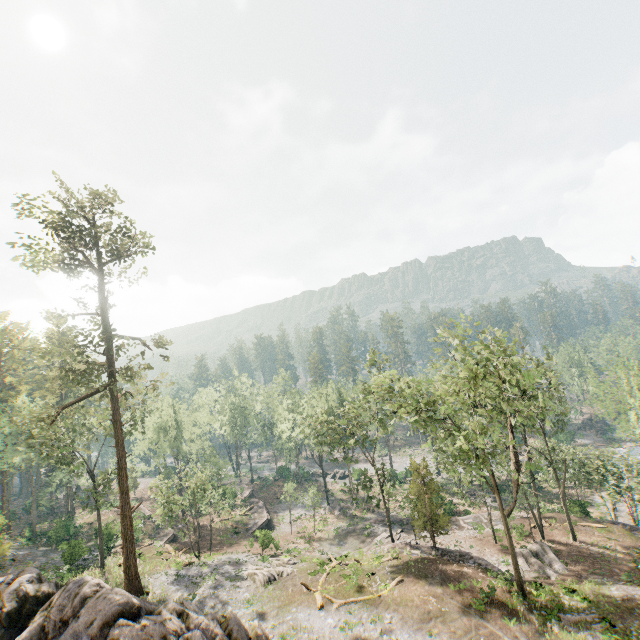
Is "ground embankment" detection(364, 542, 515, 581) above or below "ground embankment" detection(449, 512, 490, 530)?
above

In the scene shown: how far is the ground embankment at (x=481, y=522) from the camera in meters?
36.8

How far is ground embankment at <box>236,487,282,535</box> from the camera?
44.5m

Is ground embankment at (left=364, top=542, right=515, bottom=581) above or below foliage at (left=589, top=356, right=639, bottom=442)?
below

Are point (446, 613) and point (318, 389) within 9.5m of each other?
no

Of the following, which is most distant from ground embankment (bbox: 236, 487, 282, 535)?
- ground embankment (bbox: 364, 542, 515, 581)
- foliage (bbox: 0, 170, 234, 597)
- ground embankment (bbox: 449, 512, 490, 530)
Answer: ground embankment (bbox: 364, 542, 515, 581)

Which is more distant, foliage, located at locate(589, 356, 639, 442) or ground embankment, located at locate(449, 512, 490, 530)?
ground embankment, located at locate(449, 512, 490, 530)

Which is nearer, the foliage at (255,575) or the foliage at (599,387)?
the foliage at (255,575)
